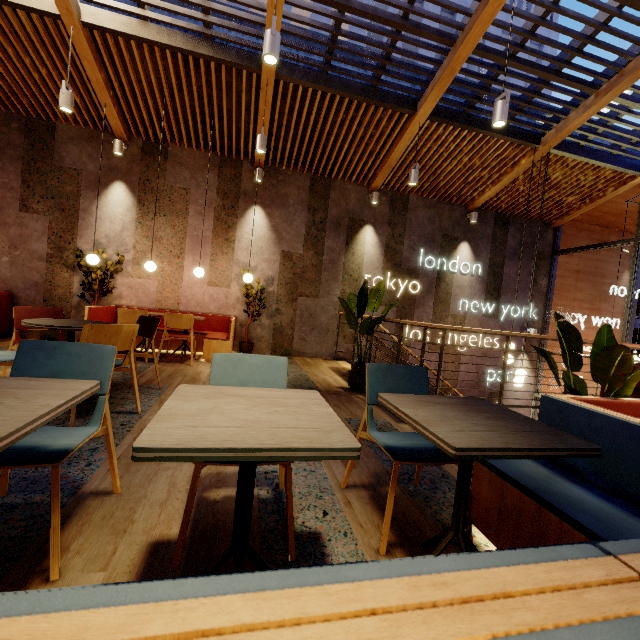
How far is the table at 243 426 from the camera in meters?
0.9

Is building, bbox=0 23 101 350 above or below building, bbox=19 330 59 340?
above

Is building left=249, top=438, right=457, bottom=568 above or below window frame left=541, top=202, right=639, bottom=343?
below

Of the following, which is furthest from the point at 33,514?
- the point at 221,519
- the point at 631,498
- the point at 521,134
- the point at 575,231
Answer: the point at 575,231

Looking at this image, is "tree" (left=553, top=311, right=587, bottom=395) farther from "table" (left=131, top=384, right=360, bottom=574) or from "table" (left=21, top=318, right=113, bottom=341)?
"table" (left=21, top=318, right=113, bottom=341)

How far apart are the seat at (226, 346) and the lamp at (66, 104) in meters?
2.8 m

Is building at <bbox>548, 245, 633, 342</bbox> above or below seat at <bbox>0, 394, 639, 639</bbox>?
above

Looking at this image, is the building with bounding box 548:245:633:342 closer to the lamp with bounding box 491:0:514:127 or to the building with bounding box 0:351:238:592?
the building with bounding box 0:351:238:592
